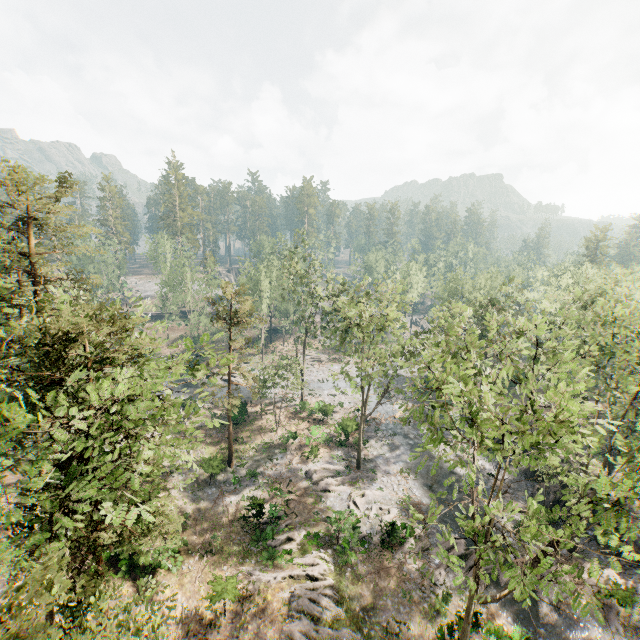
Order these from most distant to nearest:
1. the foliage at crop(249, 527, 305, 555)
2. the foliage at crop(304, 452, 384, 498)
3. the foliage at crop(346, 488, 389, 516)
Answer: the foliage at crop(304, 452, 384, 498) → the foliage at crop(346, 488, 389, 516) → the foliage at crop(249, 527, 305, 555)

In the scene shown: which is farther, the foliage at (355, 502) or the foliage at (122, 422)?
the foliage at (355, 502)

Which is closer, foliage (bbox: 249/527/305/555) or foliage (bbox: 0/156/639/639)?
foliage (bbox: 0/156/639/639)

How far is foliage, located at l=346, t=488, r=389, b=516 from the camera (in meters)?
27.71

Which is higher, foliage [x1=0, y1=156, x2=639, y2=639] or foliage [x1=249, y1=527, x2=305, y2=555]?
foliage [x1=0, y1=156, x2=639, y2=639]

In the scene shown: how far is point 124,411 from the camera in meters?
9.8 m
